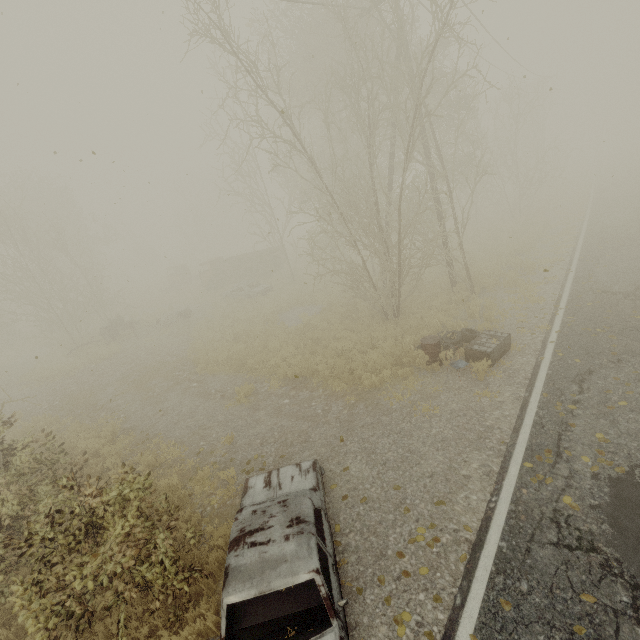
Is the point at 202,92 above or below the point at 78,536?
above

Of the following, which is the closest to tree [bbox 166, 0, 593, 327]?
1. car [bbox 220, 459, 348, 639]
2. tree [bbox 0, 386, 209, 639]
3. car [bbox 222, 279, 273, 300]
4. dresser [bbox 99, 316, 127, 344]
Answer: car [bbox 222, 279, 273, 300]

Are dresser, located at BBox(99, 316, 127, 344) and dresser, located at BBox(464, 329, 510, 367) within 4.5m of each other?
no

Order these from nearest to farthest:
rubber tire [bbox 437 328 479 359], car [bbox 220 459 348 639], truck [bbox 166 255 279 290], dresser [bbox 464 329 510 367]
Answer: car [bbox 220 459 348 639] < dresser [bbox 464 329 510 367] < rubber tire [bbox 437 328 479 359] < truck [bbox 166 255 279 290]

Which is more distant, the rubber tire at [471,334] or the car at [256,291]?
the car at [256,291]

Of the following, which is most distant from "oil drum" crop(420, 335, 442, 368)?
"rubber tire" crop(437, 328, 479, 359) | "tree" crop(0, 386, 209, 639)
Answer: "tree" crop(0, 386, 209, 639)

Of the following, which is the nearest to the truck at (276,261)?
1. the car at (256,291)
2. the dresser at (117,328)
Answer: A: the car at (256,291)

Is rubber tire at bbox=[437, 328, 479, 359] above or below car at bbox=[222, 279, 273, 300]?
below
